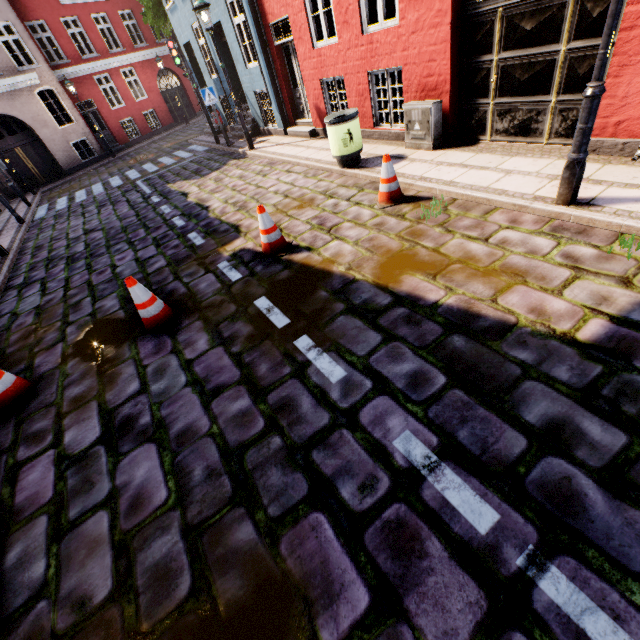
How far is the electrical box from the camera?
6.20m

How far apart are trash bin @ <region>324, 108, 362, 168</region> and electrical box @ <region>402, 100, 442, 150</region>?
0.9m

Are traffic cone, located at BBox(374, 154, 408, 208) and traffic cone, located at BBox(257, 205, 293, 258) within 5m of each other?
yes

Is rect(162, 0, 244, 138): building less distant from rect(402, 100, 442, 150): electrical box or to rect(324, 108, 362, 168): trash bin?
rect(402, 100, 442, 150): electrical box

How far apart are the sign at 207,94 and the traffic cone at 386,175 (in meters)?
9.28

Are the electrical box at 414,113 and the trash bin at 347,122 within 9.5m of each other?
yes

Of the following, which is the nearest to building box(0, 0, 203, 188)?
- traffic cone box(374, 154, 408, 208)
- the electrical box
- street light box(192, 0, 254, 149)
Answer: the electrical box

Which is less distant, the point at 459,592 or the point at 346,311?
the point at 459,592
